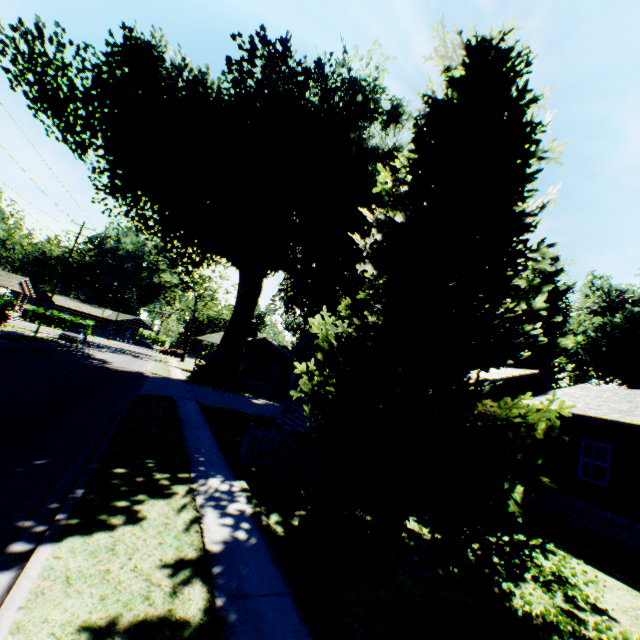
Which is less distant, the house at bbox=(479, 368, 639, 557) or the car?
the house at bbox=(479, 368, 639, 557)

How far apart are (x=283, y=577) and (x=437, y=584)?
3.2 meters

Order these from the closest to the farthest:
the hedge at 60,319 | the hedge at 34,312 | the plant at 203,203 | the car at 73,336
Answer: the plant at 203,203, the car at 73,336, the hedge at 34,312, the hedge at 60,319

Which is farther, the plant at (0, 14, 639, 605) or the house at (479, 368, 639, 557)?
the house at (479, 368, 639, 557)

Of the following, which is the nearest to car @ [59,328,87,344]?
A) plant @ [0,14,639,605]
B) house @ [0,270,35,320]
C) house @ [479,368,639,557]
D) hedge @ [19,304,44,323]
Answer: plant @ [0,14,639,605]

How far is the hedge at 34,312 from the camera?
55.9m

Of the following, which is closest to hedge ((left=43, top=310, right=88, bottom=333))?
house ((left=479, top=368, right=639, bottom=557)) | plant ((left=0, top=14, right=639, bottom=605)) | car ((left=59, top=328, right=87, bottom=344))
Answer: car ((left=59, top=328, right=87, bottom=344))

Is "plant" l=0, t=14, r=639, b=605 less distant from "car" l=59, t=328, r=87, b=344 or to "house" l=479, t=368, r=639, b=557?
"house" l=479, t=368, r=639, b=557
